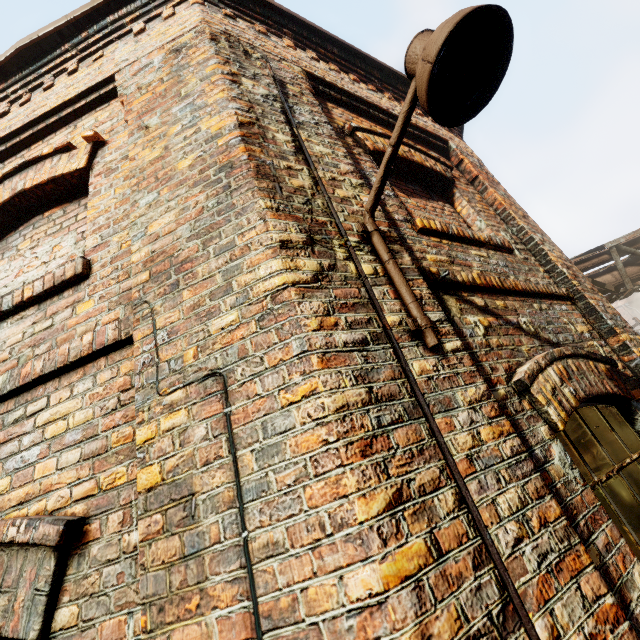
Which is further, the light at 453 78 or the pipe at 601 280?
the pipe at 601 280

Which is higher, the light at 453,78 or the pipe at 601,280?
the pipe at 601,280

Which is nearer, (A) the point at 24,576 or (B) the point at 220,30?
(A) the point at 24,576

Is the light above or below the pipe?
below

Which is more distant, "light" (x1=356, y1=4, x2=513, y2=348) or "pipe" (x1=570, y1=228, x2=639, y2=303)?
"pipe" (x1=570, y1=228, x2=639, y2=303)
